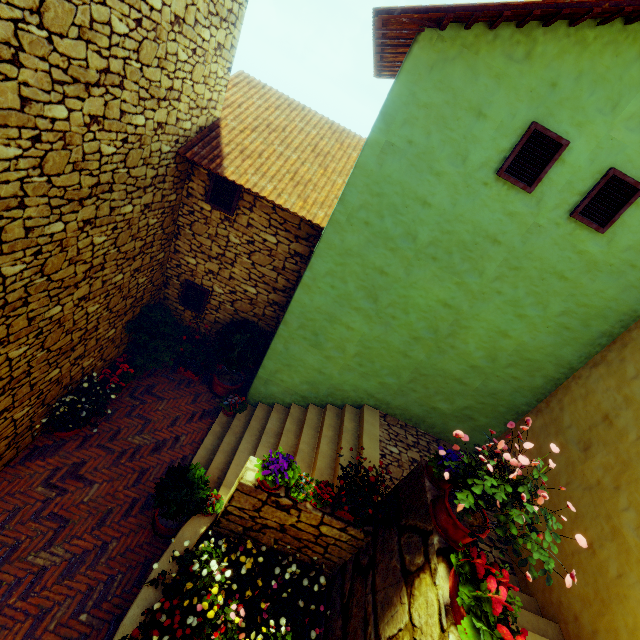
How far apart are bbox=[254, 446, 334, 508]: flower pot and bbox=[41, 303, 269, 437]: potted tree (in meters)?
3.40

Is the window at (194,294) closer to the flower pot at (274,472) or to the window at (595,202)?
the flower pot at (274,472)

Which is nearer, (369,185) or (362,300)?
(369,185)

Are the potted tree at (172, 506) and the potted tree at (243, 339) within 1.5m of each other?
no

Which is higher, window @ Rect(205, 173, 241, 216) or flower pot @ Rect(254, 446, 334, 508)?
window @ Rect(205, 173, 241, 216)

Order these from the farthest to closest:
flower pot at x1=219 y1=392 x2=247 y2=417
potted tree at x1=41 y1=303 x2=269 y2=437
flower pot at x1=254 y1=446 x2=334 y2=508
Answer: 1. flower pot at x1=219 y1=392 x2=247 y2=417
2. potted tree at x1=41 y1=303 x2=269 y2=437
3. flower pot at x1=254 y1=446 x2=334 y2=508

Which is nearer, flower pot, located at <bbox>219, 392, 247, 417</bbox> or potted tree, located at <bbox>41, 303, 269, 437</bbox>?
potted tree, located at <bbox>41, 303, 269, 437</bbox>

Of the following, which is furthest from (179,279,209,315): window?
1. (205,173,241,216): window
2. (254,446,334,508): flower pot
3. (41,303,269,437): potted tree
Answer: (254,446,334,508): flower pot
